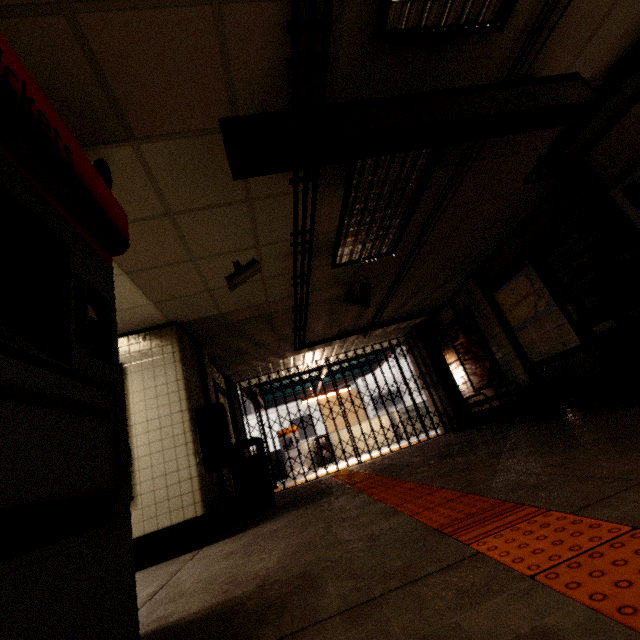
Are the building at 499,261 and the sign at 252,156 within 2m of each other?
no

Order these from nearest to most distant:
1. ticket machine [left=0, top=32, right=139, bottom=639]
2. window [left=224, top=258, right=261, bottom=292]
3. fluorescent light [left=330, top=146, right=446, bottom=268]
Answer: ticket machine [left=0, top=32, right=139, bottom=639] → fluorescent light [left=330, top=146, right=446, bottom=268] → window [left=224, top=258, right=261, bottom=292]

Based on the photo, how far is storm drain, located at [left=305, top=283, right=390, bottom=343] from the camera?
6.0 meters

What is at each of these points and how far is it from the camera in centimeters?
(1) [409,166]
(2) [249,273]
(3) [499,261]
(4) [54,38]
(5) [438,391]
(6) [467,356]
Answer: (1) fluorescent light, 332cm
(2) window, 389cm
(3) building, 606cm
(4) storm drain, 172cm
(5) concrete pillar, 877cm
(6) sign, 774cm

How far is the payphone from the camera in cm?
438

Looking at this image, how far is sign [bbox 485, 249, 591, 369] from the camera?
5.0 meters

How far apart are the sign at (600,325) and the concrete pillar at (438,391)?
4.1 meters

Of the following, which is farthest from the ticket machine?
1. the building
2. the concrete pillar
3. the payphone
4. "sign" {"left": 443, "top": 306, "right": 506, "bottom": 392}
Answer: the concrete pillar
